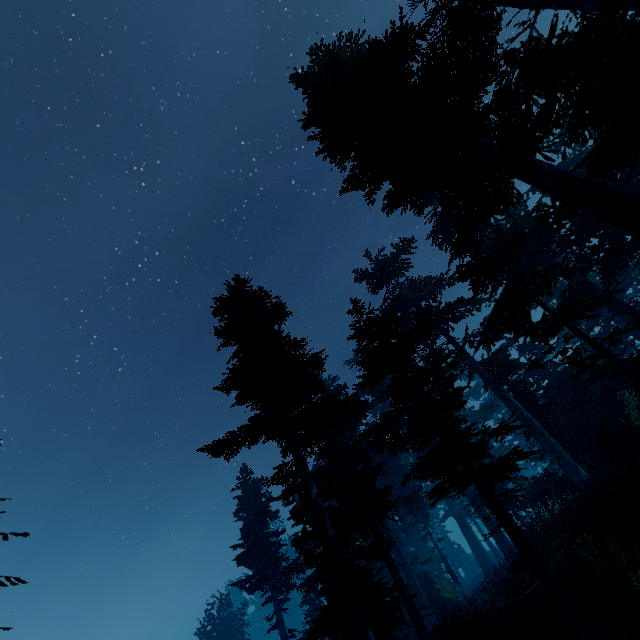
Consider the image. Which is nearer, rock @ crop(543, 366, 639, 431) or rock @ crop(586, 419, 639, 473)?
rock @ crop(586, 419, 639, 473)

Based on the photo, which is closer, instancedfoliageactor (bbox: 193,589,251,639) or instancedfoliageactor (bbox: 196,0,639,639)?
instancedfoliageactor (bbox: 196,0,639,639)

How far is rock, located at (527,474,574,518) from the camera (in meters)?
18.92

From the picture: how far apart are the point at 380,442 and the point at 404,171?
8.9m

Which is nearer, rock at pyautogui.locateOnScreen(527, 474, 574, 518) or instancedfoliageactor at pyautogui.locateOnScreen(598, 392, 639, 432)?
instancedfoliageactor at pyautogui.locateOnScreen(598, 392, 639, 432)

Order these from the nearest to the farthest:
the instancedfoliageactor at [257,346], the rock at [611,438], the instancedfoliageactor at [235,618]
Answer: the instancedfoliageactor at [257,346] → the rock at [611,438] → the instancedfoliageactor at [235,618]

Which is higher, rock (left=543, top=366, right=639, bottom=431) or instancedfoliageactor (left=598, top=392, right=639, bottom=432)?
rock (left=543, top=366, right=639, bottom=431)

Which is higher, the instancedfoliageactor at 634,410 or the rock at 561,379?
the rock at 561,379
